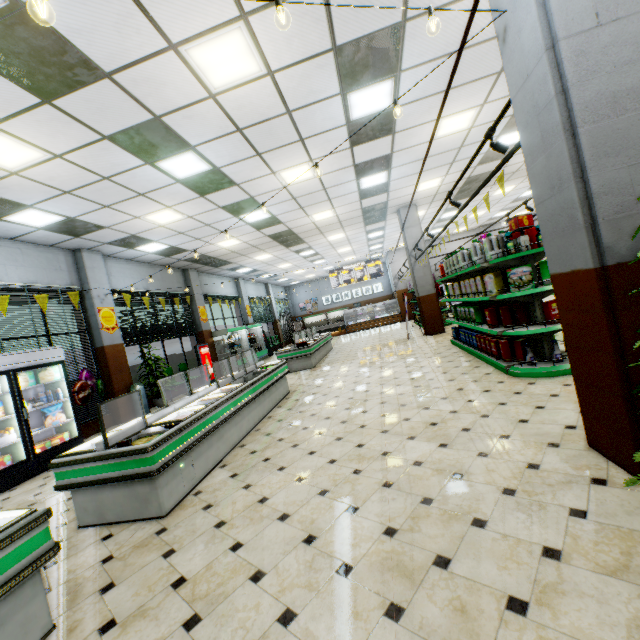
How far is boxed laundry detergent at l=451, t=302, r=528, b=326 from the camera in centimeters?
541cm

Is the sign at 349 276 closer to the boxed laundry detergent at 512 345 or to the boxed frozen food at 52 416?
the boxed laundry detergent at 512 345

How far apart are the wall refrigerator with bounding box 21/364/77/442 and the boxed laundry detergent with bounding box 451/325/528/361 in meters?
8.5

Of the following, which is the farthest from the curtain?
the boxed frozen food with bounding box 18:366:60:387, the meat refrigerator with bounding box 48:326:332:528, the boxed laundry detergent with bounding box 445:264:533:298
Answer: the boxed laundry detergent with bounding box 445:264:533:298

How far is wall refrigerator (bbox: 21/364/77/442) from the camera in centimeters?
641cm

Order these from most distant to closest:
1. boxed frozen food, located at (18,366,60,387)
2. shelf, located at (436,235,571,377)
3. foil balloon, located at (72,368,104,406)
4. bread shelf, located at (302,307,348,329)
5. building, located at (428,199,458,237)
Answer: bread shelf, located at (302,307,348,329) → building, located at (428,199,458,237) → foil balloon, located at (72,368,104,406) → boxed frozen food, located at (18,366,60,387) → shelf, located at (436,235,571,377)

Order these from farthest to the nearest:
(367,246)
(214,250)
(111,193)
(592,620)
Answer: (367,246), (214,250), (111,193), (592,620)

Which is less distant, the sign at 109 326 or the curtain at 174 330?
the sign at 109 326
